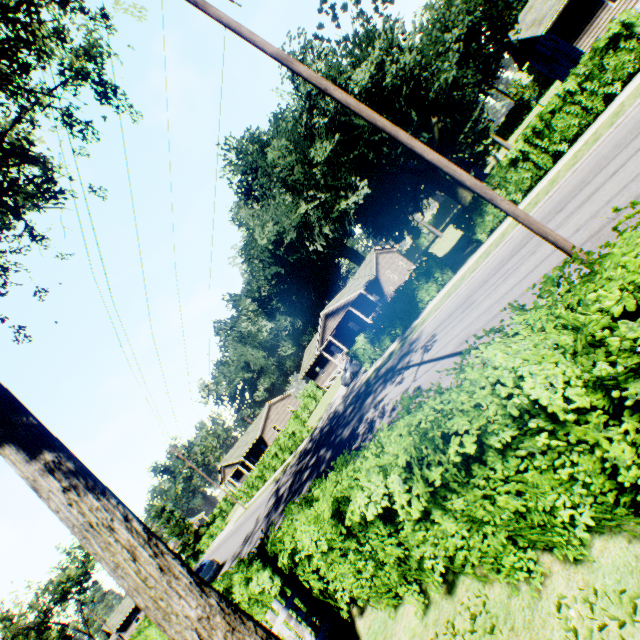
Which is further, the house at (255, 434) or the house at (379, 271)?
the house at (255, 434)

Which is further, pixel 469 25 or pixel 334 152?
pixel 334 152

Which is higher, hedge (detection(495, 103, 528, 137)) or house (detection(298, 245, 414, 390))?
house (detection(298, 245, 414, 390))

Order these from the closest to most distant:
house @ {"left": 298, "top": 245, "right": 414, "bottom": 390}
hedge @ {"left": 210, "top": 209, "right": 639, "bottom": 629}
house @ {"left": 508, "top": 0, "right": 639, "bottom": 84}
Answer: hedge @ {"left": 210, "top": 209, "right": 639, "bottom": 629} < house @ {"left": 508, "top": 0, "right": 639, "bottom": 84} < house @ {"left": 298, "top": 245, "right": 414, "bottom": 390}

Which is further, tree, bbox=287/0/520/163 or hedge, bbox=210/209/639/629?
tree, bbox=287/0/520/163

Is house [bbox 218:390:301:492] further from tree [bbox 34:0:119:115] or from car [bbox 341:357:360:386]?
tree [bbox 34:0:119:115]

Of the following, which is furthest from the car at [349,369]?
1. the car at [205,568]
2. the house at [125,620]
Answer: the house at [125,620]

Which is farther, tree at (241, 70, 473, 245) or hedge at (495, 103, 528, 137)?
hedge at (495, 103, 528, 137)
